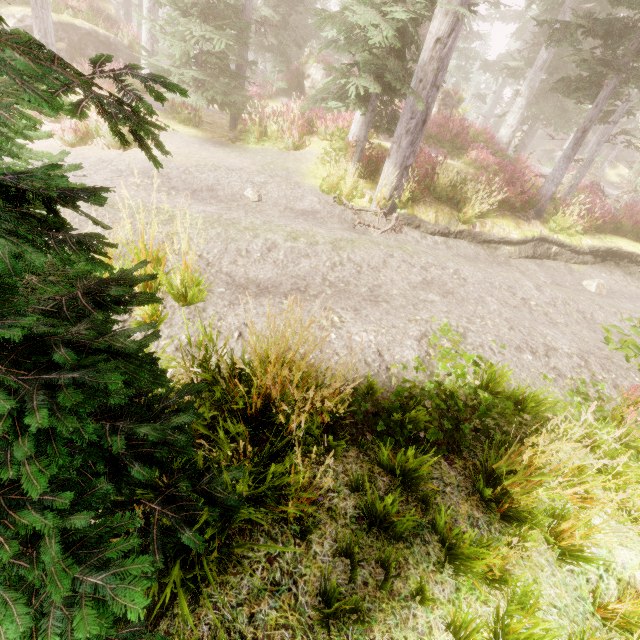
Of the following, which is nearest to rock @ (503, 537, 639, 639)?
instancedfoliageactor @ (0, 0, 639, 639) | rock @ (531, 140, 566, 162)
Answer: instancedfoliageactor @ (0, 0, 639, 639)

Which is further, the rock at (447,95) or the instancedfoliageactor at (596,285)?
the rock at (447,95)

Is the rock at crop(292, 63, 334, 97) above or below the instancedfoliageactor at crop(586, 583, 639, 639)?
above

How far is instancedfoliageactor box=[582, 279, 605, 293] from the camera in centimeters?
1005cm

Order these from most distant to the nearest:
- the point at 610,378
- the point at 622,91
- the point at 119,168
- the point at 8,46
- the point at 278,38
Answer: the point at 278,38 → the point at 622,91 → the point at 119,168 → the point at 610,378 → the point at 8,46

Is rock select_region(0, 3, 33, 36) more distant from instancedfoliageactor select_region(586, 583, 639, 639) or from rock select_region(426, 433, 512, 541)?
rock select_region(426, 433, 512, 541)

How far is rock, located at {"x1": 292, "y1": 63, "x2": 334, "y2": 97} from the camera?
20.1 meters

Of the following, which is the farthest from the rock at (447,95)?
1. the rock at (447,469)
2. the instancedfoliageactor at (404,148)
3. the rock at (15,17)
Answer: the rock at (447,469)
